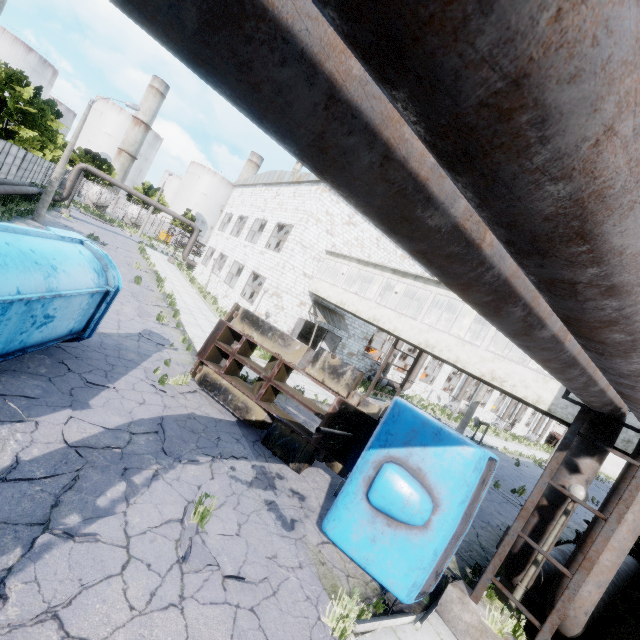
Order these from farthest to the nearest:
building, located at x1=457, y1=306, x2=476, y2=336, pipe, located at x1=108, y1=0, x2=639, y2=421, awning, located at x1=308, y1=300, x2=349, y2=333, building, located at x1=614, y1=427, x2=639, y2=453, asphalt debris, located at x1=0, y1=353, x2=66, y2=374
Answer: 1. awning, located at x1=308, y1=300, x2=349, y2=333
2. building, located at x1=457, y1=306, x2=476, y2=336
3. building, located at x1=614, y1=427, x2=639, y2=453
4. asphalt debris, located at x1=0, y1=353, x2=66, y2=374
5. pipe, located at x1=108, y1=0, x2=639, y2=421

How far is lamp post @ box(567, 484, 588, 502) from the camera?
5.7 meters

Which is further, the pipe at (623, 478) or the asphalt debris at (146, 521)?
the pipe at (623, 478)

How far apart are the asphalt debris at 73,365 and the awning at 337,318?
14.6m

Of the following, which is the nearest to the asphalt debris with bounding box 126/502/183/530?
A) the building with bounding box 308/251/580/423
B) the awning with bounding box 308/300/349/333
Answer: the building with bounding box 308/251/580/423

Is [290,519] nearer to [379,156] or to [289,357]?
[289,357]

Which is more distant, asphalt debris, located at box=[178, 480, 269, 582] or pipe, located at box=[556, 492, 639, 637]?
pipe, located at box=[556, 492, 639, 637]

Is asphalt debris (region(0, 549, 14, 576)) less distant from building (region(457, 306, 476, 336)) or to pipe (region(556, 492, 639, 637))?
pipe (region(556, 492, 639, 637))
